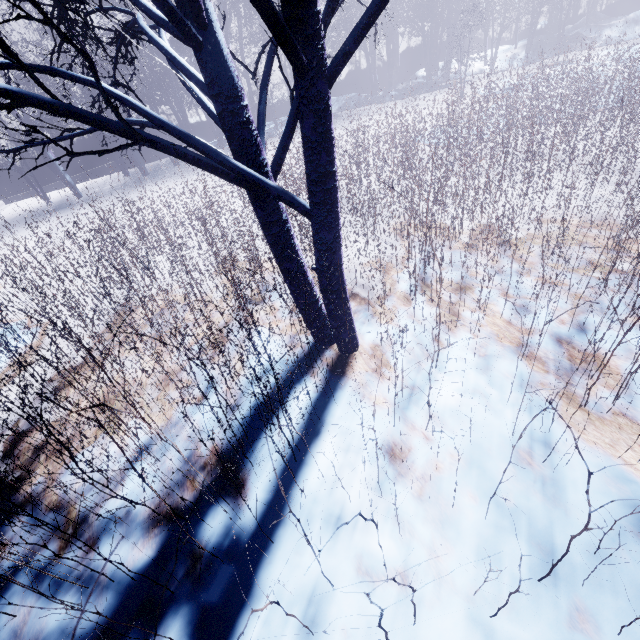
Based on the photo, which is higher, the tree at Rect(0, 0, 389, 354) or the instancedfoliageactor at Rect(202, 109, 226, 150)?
the tree at Rect(0, 0, 389, 354)

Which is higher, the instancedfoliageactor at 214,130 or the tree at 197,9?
the tree at 197,9

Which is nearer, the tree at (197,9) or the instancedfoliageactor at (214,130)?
the tree at (197,9)

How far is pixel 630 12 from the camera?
21.80m

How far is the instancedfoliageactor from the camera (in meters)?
12.69

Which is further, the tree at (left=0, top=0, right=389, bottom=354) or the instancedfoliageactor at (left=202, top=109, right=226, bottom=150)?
the instancedfoliageactor at (left=202, top=109, right=226, bottom=150)
